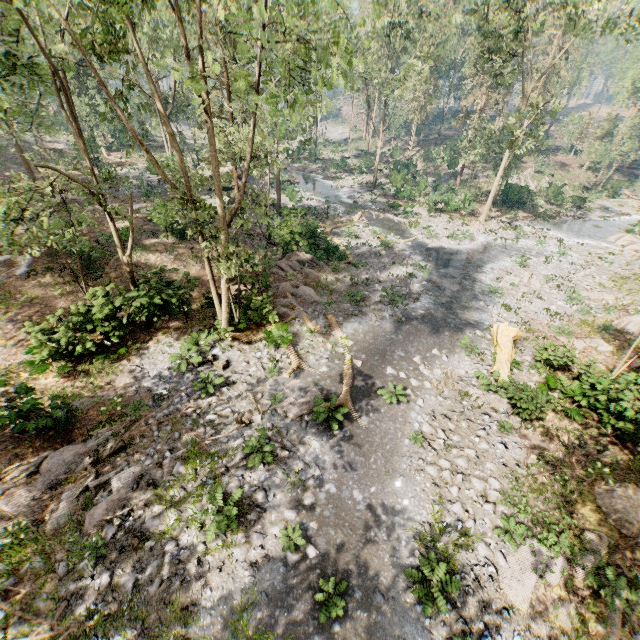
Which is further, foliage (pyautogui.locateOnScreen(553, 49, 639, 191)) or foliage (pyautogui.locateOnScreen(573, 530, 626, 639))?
foliage (pyautogui.locateOnScreen(553, 49, 639, 191))

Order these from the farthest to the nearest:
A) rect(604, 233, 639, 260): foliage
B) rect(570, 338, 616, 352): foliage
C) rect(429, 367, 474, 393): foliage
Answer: rect(604, 233, 639, 260): foliage → rect(570, 338, 616, 352): foliage → rect(429, 367, 474, 393): foliage

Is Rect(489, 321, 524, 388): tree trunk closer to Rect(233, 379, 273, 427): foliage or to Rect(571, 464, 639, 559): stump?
Rect(233, 379, 273, 427): foliage

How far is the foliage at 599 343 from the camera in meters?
17.2 m

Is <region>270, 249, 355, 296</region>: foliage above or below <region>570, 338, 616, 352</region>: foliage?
above

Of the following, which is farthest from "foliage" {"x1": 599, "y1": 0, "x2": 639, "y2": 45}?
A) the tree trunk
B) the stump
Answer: the stump

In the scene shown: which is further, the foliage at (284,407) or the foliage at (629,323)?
the foliage at (629,323)

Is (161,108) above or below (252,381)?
above
